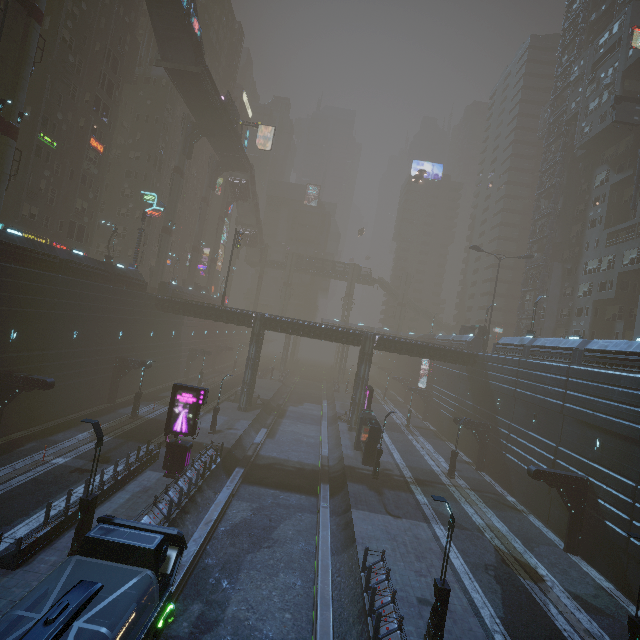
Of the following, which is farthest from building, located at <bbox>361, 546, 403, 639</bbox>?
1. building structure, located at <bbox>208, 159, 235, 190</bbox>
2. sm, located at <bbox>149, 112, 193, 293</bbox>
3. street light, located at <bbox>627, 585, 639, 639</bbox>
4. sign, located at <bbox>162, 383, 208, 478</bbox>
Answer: building structure, located at <bbox>208, 159, 235, 190</bbox>

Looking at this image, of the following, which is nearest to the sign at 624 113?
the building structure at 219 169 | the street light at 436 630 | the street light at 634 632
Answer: the street light at 634 632

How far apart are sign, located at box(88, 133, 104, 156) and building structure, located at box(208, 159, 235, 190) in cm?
1918

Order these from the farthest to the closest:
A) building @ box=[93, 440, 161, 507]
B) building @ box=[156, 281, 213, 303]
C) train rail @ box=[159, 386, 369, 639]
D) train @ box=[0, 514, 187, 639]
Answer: building @ box=[156, 281, 213, 303]
building @ box=[93, 440, 161, 507]
train rail @ box=[159, 386, 369, 639]
train @ box=[0, 514, 187, 639]

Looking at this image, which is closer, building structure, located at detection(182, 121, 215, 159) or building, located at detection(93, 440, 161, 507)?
building, located at detection(93, 440, 161, 507)

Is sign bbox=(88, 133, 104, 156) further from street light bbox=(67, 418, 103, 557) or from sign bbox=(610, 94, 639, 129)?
sign bbox=(610, 94, 639, 129)

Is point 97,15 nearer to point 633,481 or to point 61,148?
point 61,148

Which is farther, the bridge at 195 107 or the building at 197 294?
the building at 197 294
